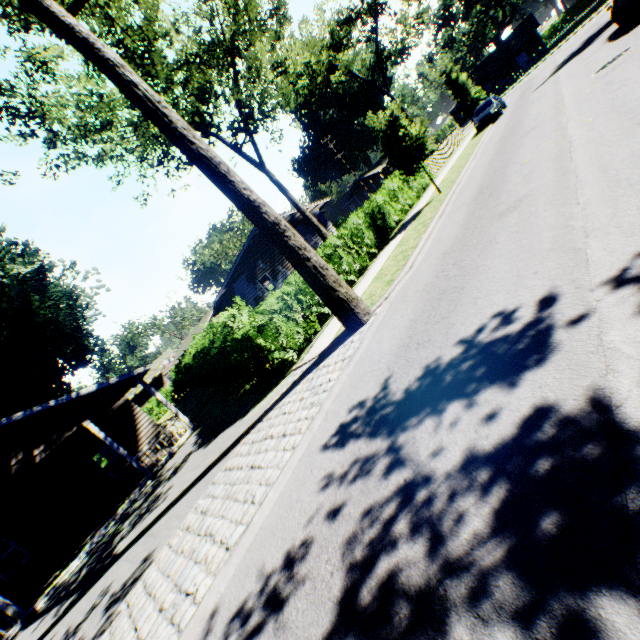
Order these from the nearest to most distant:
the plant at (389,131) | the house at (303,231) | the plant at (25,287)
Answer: the plant at (389,131), the plant at (25,287), the house at (303,231)

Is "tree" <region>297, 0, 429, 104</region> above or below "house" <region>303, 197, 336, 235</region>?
above

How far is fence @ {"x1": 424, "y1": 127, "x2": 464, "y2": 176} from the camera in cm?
2506

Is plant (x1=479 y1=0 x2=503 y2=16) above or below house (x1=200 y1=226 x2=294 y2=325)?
above

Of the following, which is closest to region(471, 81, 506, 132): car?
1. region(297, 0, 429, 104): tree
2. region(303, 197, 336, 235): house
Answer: Result: region(297, 0, 429, 104): tree

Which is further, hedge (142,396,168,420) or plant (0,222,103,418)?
hedge (142,396,168,420)

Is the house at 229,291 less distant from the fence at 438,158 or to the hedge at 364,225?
the hedge at 364,225

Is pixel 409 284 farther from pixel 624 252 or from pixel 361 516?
pixel 361 516
